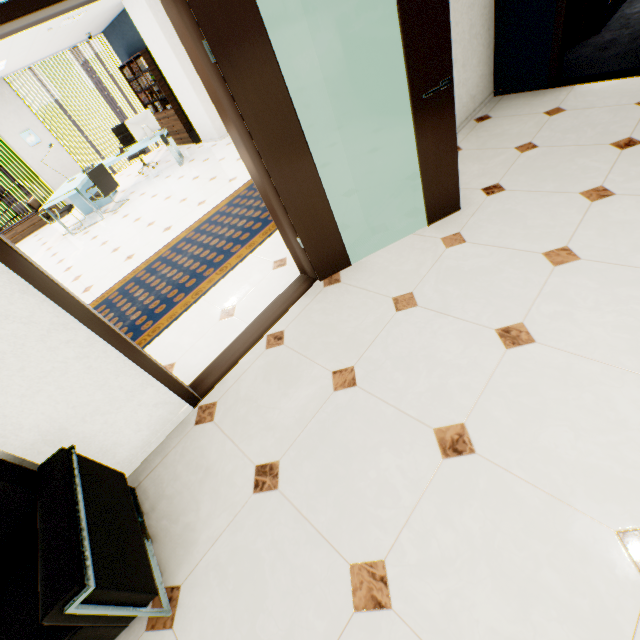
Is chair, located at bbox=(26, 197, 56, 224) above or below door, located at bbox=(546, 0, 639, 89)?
above

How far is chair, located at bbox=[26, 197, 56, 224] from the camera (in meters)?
7.00

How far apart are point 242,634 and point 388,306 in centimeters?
199cm

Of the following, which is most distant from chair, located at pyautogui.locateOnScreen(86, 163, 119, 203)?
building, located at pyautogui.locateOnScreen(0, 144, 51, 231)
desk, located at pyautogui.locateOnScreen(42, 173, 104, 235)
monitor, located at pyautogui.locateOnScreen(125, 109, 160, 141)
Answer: building, located at pyautogui.locateOnScreen(0, 144, 51, 231)

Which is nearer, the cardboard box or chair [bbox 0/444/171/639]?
chair [bbox 0/444/171/639]

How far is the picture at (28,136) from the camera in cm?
860

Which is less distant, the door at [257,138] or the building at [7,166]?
the door at [257,138]

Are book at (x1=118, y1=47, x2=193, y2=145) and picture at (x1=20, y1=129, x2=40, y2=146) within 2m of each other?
no
